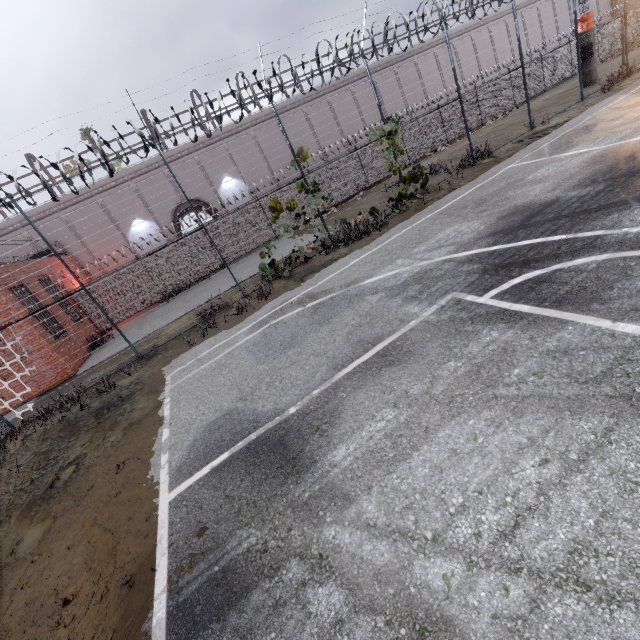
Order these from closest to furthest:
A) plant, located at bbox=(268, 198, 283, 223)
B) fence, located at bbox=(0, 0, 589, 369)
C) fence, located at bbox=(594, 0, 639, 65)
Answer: fence, located at bbox=(0, 0, 589, 369), plant, located at bbox=(268, 198, 283, 223), fence, located at bbox=(594, 0, 639, 65)

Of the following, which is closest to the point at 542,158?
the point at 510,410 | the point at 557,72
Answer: the point at 510,410

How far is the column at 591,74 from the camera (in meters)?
18.85

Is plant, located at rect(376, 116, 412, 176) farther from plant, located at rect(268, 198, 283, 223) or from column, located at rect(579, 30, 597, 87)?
column, located at rect(579, 30, 597, 87)

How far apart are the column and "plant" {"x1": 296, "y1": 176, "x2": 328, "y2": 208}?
20.6 meters

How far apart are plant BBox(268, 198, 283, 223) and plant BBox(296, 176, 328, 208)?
0.78m

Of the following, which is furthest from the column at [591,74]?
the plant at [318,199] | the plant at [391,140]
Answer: the plant at [318,199]

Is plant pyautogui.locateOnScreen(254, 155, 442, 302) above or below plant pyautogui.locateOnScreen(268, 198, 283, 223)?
below
